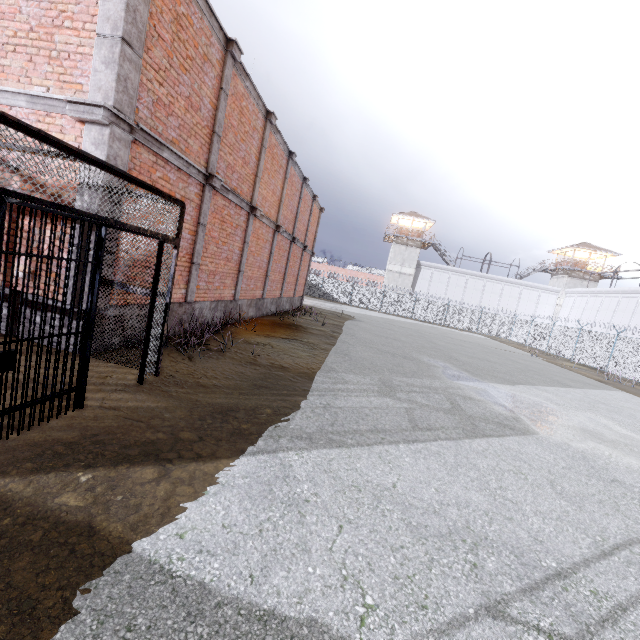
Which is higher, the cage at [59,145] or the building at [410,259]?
the building at [410,259]

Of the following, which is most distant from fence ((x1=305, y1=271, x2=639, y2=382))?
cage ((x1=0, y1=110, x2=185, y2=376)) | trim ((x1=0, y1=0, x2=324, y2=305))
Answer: trim ((x1=0, y1=0, x2=324, y2=305))

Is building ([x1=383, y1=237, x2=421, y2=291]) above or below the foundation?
above

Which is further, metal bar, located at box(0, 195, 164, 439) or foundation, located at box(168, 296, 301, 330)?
foundation, located at box(168, 296, 301, 330)

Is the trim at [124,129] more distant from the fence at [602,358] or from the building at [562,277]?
the building at [562,277]

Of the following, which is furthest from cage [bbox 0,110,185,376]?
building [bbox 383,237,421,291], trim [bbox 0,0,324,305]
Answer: building [bbox 383,237,421,291]

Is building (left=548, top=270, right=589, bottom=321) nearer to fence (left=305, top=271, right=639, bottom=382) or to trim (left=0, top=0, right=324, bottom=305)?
fence (left=305, top=271, right=639, bottom=382)

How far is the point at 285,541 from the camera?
2.5m
